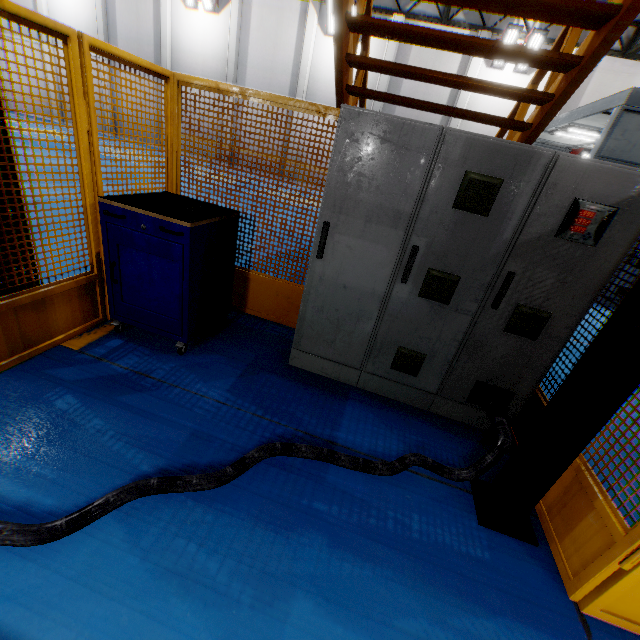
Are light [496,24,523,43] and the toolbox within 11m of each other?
no

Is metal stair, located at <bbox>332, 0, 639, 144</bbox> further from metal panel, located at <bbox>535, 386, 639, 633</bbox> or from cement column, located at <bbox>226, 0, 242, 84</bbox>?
cement column, located at <bbox>226, 0, 242, 84</bbox>

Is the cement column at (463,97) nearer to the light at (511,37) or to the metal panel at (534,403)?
the light at (511,37)

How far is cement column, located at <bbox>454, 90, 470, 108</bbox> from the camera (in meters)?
15.07

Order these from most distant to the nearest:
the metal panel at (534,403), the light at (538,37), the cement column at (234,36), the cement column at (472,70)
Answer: the cement column at (234,36)
the cement column at (472,70)
the light at (538,37)
the metal panel at (534,403)

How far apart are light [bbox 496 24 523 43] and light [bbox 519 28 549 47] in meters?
0.1 m

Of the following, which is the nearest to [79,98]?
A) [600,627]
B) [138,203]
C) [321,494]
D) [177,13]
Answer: [138,203]

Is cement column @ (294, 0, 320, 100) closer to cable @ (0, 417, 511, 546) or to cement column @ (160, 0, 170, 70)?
cement column @ (160, 0, 170, 70)
